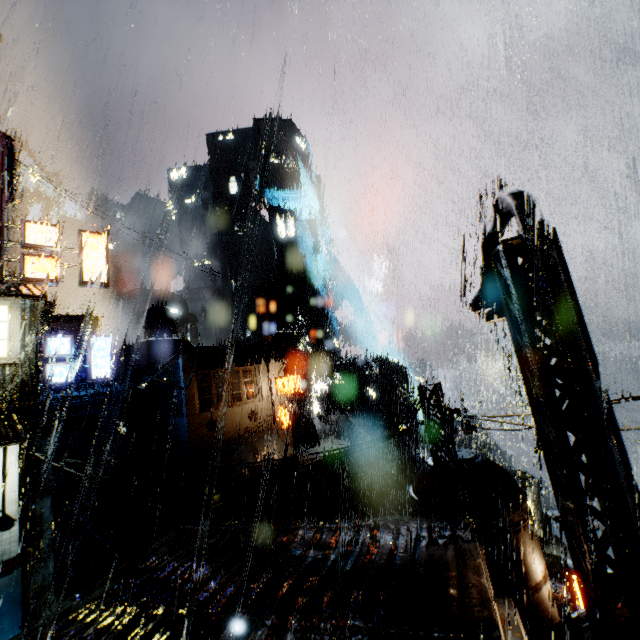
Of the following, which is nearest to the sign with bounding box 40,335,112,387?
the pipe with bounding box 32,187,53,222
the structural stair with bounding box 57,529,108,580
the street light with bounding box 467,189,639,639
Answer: the structural stair with bounding box 57,529,108,580

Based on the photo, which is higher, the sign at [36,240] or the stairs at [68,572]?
the sign at [36,240]

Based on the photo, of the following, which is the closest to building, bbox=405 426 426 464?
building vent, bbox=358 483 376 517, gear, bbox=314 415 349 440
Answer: gear, bbox=314 415 349 440

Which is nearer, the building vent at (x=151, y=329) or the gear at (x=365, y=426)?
the building vent at (x=151, y=329)

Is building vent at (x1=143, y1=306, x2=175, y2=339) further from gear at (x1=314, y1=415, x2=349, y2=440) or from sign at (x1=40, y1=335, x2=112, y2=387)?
gear at (x1=314, y1=415, x2=349, y2=440)

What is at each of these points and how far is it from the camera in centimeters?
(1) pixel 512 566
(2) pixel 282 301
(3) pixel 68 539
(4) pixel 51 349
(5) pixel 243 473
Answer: (1) building vent, 1048cm
(2) building vent, 5144cm
(3) structural stair, 1831cm
(4) sign, 1858cm
(5) cloth, 2208cm

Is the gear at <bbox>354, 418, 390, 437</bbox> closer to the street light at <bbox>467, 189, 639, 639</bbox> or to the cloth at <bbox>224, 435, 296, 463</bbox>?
the cloth at <bbox>224, 435, 296, 463</bbox>

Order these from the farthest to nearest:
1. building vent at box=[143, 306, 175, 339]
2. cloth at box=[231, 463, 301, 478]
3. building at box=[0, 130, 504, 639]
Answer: building vent at box=[143, 306, 175, 339] < cloth at box=[231, 463, 301, 478] < building at box=[0, 130, 504, 639]
